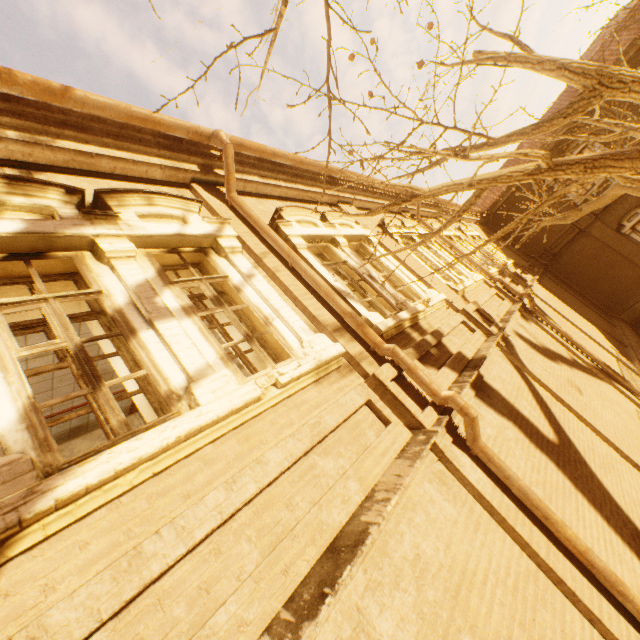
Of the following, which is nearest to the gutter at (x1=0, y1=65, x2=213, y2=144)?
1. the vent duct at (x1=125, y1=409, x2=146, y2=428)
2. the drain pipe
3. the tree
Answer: the drain pipe

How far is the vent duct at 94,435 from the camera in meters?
6.6 m

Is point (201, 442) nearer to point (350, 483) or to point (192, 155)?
point (350, 483)

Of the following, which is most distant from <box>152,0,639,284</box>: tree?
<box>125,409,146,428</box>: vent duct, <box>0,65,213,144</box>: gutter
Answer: <box>125,409,146,428</box>: vent duct

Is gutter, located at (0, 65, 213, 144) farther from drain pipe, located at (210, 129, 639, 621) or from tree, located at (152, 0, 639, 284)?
tree, located at (152, 0, 639, 284)

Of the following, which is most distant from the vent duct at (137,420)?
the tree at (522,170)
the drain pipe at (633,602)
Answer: the tree at (522,170)

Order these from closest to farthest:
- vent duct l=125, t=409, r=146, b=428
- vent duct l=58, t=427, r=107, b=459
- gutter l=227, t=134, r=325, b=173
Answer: gutter l=227, t=134, r=325, b=173
vent duct l=58, t=427, r=107, b=459
vent duct l=125, t=409, r=146, b=428
